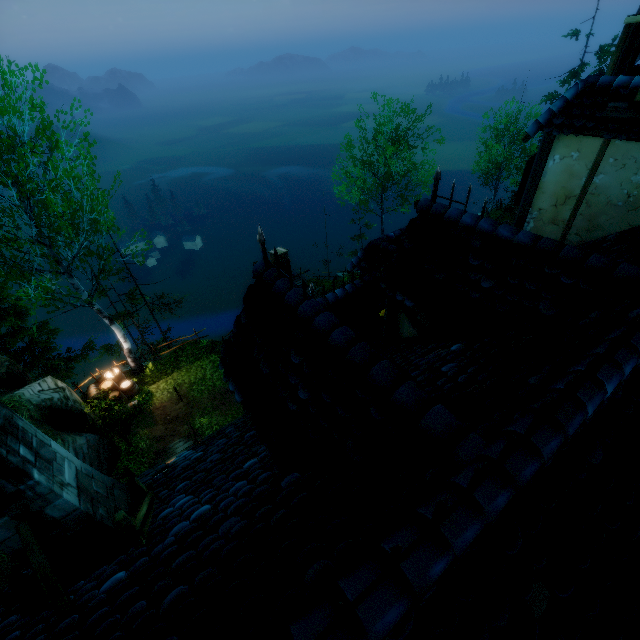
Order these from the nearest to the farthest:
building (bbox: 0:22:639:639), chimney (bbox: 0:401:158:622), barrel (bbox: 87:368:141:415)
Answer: building (bbox: 0:22:639:639) → chimney (bbox: 0:401:158:622) → barrel (bbox: 87:368:141:415)

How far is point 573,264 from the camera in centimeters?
346cm

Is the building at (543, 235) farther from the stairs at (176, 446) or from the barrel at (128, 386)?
the barrel at (128, 386)

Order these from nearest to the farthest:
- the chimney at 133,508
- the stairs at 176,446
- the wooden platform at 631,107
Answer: the chimney at 133,508, the wooden platform at 631,107, the stairs at 176,446

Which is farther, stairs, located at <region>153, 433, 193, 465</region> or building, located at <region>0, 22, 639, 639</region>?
stairs, located at <region>153, 433, 193, 465</region>

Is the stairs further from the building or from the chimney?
the chimney

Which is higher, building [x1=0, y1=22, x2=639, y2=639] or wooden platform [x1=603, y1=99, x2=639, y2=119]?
wooden platform [x1=603, y1=99, x2=639, y2=119]

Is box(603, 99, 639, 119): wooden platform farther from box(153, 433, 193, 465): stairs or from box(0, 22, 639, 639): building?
box(153, 433, 193, 465): stairs
